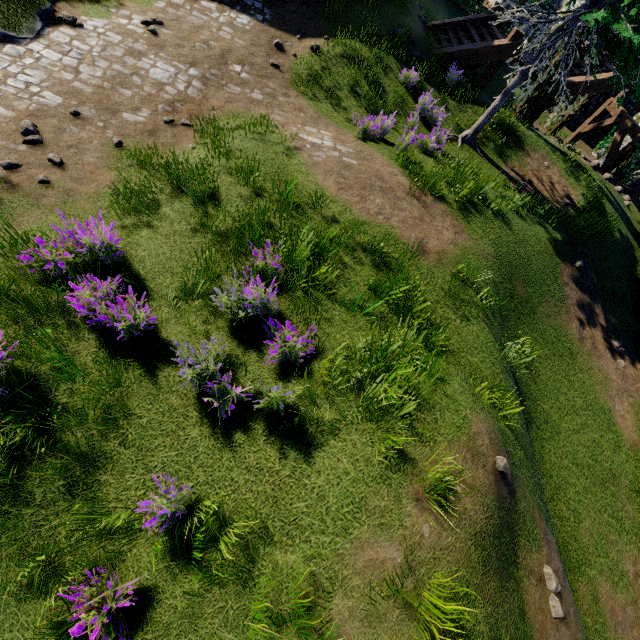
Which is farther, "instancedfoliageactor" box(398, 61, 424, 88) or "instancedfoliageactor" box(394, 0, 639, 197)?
"instancedfoliageactor" box(398, 61, 424, 88)

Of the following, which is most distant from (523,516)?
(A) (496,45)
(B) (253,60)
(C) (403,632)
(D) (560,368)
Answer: (A) (496,45)

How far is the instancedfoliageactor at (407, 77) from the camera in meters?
10.1 m

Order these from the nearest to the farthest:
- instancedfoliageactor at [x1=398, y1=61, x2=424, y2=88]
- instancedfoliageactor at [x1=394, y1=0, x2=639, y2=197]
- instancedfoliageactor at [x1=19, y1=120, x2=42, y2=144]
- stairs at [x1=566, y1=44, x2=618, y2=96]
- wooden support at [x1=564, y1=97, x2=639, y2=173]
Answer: instancedfoliageactor at [x1=19, y1=120, x2=42, y2=144] < instancedfoliageactor at [x1=394, y1=0, x2=639, y2=197] < instancedfoliageactor at [x1=398, y1=61, x2=424, y2=88] < stairs at [x1=566, y1=44, x2=618, y2=96] < wooden support at [x1=564, y1=97, x2=639, y2=173]

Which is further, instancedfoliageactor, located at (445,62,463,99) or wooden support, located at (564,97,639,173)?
wooden support, located at (564,97,639,173)

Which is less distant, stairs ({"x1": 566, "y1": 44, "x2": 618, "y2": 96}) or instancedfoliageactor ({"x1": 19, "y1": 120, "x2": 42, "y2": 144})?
instancedfoliageactor ({"x1": 19, "y1": 120, "x2": 42, "y2": 144})

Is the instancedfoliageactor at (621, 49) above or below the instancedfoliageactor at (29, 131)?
above

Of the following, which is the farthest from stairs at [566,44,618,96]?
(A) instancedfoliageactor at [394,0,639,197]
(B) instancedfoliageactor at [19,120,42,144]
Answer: (B) instancedfoliageactor at [19,120,42,144]
